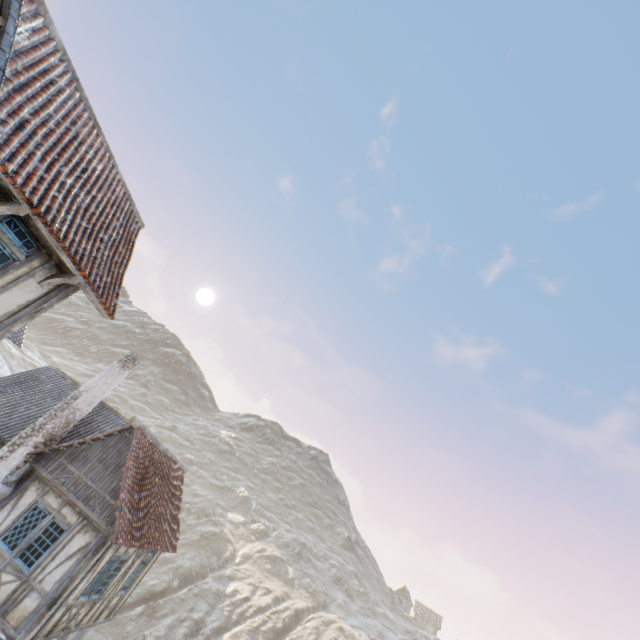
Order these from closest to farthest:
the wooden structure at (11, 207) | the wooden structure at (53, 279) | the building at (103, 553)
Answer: the wooden structure at (11, 207)
the wooden structure at (53, 279)
the building at (103, 553)

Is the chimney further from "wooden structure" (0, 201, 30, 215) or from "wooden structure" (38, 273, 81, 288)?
"wooden structure" (0, 201, 30, 215)

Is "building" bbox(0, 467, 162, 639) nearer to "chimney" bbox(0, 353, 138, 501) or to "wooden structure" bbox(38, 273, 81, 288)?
"chimney" bbox(0, 353, 138, 501)

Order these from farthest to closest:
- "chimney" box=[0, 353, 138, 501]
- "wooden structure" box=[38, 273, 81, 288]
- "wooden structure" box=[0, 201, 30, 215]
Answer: "chimney" box=[0, 353, 138, 501], "wooden structure" box=[38, 273, 81, 288], "wooden structure" box=[0, 201, 30, 215]

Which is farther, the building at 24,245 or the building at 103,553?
the building at 103,553

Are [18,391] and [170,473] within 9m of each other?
yes

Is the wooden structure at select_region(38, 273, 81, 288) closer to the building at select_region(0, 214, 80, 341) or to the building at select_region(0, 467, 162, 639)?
the building at select_region(0, 214, 80, 341)

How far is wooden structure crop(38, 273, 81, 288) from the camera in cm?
646
